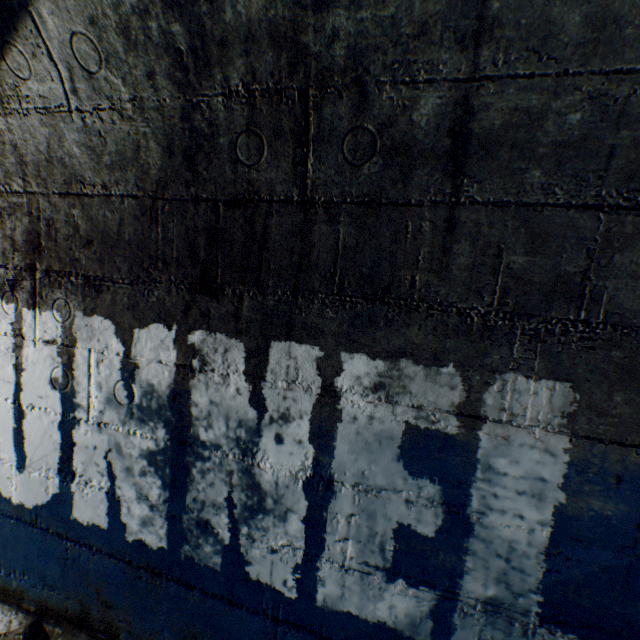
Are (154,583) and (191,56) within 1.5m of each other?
no
